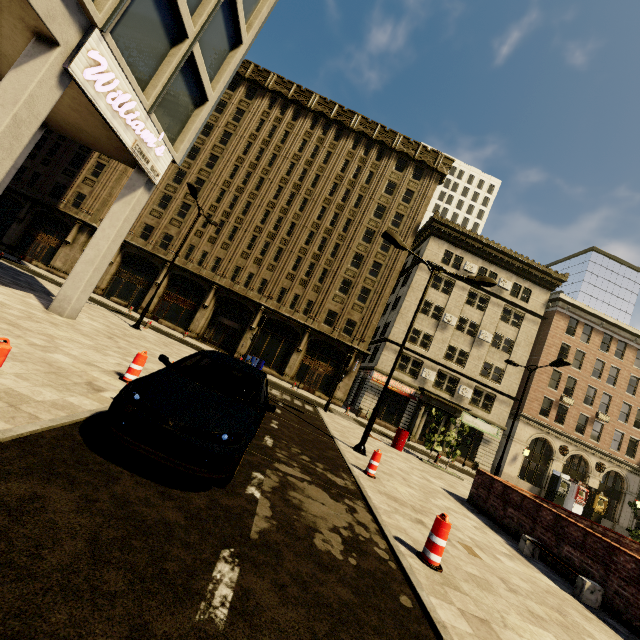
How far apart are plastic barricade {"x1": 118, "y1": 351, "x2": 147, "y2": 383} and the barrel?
14.2 meters

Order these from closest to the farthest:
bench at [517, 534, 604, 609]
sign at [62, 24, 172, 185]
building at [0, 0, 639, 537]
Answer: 1. bench at [517, 534, 604, 609]
2. sign at [62, 24, 172, 185]
3. building at [0, 0, 639, 537]

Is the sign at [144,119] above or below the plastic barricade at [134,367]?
above

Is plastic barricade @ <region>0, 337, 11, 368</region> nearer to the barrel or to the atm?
the barrel

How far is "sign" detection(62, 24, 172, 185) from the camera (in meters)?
7.50

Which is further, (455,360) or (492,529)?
(455,360)

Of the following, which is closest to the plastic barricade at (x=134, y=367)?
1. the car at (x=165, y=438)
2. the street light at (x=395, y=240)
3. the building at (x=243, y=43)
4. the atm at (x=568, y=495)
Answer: the car at (x=165, y=438)

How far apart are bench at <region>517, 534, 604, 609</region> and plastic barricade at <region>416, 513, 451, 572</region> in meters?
4.0
